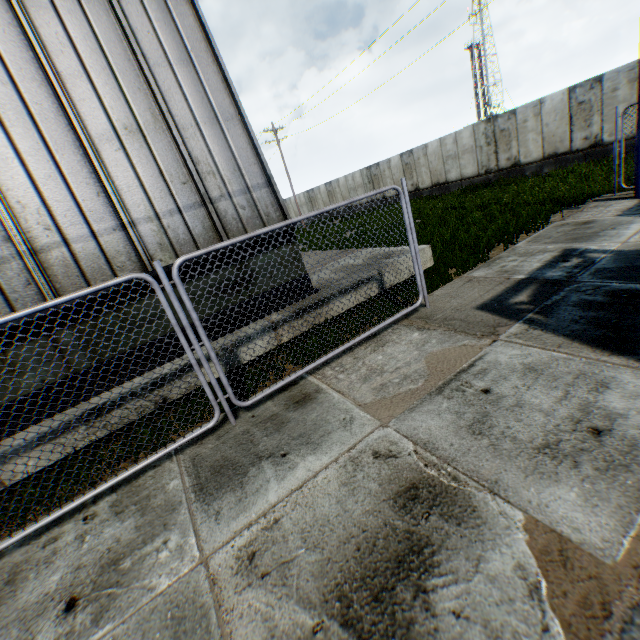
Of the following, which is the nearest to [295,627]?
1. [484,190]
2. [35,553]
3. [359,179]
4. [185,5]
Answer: [35,553]
